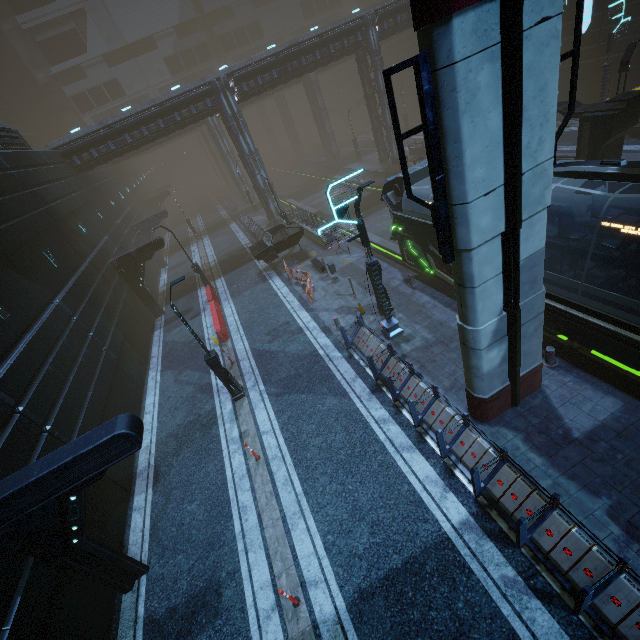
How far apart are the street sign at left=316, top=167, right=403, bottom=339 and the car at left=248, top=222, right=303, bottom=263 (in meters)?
10.86

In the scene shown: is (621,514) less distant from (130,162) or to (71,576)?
(71,576)

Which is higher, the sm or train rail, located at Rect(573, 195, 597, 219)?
the sm

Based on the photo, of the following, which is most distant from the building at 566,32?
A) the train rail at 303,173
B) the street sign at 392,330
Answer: the street sign at 392,330

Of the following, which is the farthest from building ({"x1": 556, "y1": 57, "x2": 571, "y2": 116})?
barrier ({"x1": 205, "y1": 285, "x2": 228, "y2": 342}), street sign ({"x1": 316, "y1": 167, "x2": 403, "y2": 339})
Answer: barrier ({"x1": 205, "y1": 285, "x2": 228, "y2": 342})

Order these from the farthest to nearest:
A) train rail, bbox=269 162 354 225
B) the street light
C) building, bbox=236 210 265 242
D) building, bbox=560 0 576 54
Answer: train rail, bbox=269 162 354 225 → building, bbox=236 210 265 242 → building, bbox=560 0 576 54 → the street light

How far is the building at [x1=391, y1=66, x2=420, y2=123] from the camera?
43.1m
